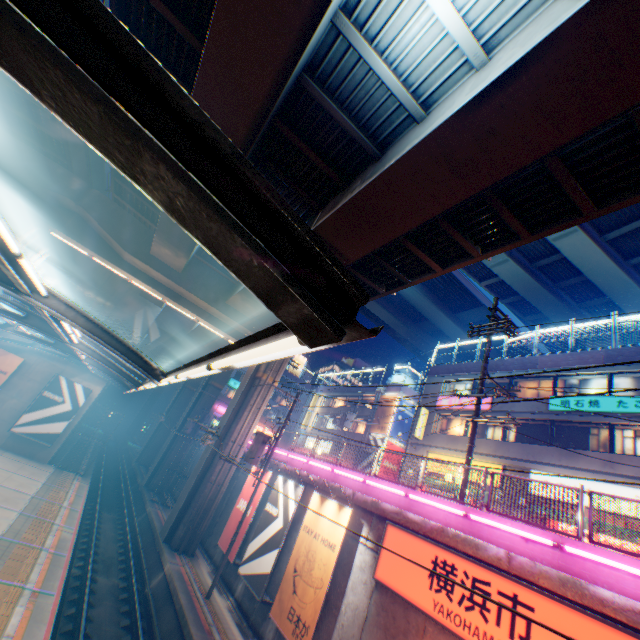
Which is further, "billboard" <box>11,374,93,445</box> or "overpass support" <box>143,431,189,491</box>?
"overpass support" <box>143,431,189,491</box>

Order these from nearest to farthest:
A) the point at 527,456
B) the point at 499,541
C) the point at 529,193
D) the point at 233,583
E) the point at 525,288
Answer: the point at 499,541
the point at 529,193
the point at 233,583
the point at 527,456
the point at 525,288

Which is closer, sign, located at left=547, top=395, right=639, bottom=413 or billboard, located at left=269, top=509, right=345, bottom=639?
billboard, located at left=269, top=509, right=345, bottom=639

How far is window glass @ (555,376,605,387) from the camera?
18.5m

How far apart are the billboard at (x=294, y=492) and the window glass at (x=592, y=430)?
15.3m

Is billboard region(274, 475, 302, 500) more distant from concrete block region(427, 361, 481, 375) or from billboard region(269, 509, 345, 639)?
concrete block region(427, 361, 481, 375)

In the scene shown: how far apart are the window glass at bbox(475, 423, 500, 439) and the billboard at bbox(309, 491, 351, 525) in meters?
14.1 m

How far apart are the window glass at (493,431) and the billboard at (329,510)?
14.1m
